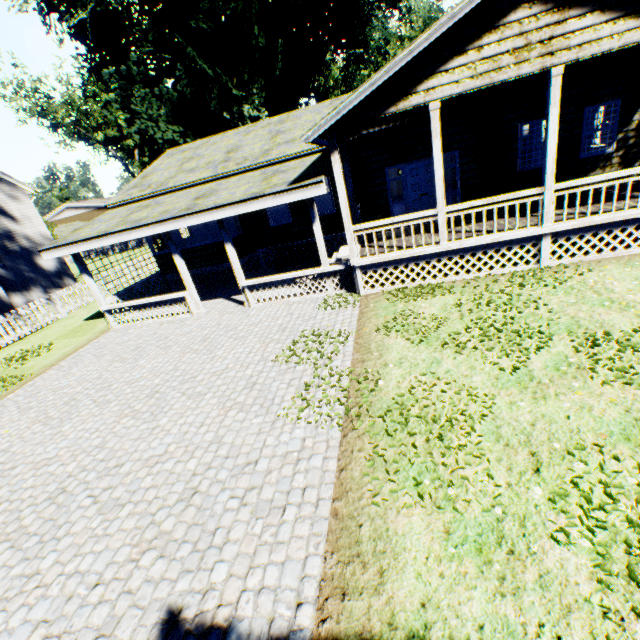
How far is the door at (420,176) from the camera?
11.45m

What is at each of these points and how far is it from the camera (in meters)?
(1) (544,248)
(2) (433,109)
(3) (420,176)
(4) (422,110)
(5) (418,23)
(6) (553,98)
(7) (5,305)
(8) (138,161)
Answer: (1) house, 8.45
(2) pillar, 7.50
(3) door, 11.59
(4) flat, 8.54
(5) plant, 52.91
(6) pillar, 7.07
(7) chimney, 18.95
(8) plant, 34.69

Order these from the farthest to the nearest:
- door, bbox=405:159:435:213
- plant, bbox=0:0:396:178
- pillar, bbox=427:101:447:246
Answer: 1. plant, bbox=0:0:396:178
2. door, bbox=405:159:435:213
3. pillar, bbox=427:101:447:246

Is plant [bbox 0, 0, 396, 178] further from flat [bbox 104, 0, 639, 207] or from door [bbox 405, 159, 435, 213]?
door [bbox 405, 159, 435, 213]

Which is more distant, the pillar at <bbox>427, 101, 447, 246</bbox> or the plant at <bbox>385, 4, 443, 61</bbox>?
the plant at <bbox>385, 4, 443, 61</bbox>

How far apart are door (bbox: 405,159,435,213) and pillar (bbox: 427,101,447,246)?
3.66m

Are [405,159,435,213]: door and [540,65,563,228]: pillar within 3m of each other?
no

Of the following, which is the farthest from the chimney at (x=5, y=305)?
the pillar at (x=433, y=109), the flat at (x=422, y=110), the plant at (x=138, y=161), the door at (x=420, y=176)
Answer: the pillar at (x=433, y=109)
